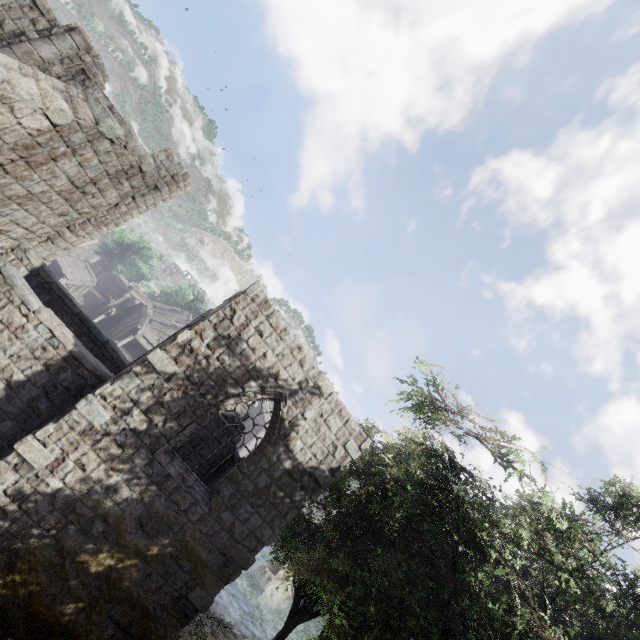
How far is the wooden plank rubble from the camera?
33.2m

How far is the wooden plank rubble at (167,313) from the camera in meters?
33.2 m

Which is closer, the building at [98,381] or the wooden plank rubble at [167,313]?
the building at [98,381]

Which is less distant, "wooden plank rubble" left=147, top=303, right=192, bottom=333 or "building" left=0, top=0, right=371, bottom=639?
"building" left=0, top=0, right=371, bottom=639

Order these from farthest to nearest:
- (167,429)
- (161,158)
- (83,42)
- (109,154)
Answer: (161,158) → (83,42) → (109,154) → (167,429)
